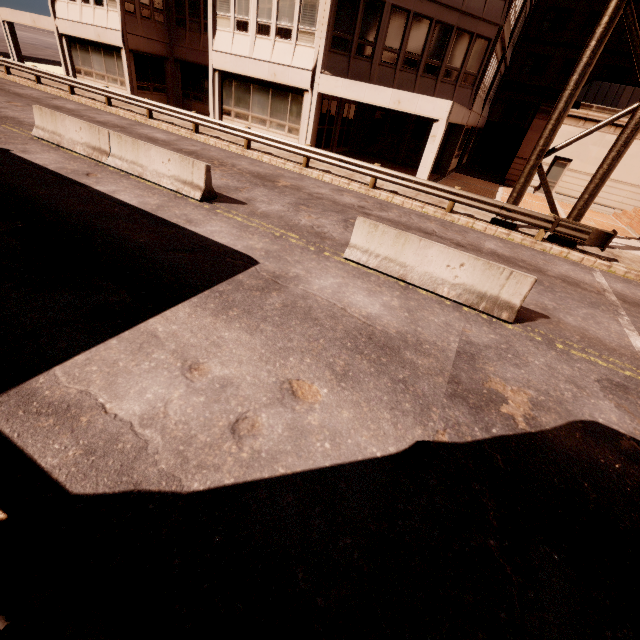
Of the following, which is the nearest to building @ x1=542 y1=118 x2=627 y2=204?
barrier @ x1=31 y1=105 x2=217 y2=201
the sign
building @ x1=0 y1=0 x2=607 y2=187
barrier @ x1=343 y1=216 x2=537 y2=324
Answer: building @ x1=0 y1=0 x2=607 y2=187

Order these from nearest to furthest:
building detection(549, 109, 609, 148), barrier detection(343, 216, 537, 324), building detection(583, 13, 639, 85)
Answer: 1. barrier detection(343, 216, 537, 324)
2. building detection(549, 109, 609, 148)
3. building detection(583, 13, 639, 85)

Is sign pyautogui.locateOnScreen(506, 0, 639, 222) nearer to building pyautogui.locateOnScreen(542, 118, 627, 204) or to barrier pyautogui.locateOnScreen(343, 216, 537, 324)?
barrier pyautogui.locateOnScreen(343, 216, 537, 324)

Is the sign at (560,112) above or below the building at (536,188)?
above

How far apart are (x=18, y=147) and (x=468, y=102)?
21.6m

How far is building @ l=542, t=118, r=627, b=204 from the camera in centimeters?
1958cm

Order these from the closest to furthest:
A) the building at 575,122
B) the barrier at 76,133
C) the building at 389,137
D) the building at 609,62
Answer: the barrier at 76,133 < the building at 389,137 < the building at 575,122 < the building at 609,62

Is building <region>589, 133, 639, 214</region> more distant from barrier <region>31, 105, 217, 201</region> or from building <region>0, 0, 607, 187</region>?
barrier <region>31, 105, 217, 201</region>
